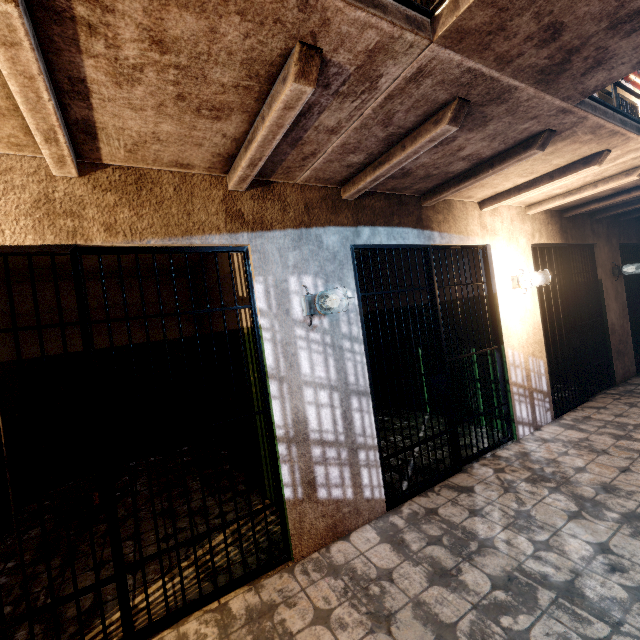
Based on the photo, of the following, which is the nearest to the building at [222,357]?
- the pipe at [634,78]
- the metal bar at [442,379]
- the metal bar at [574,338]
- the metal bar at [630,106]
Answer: the metal bar at [442,379]

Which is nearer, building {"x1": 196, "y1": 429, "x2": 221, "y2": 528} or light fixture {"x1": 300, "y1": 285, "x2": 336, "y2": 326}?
light fixture {"x1": 300, "y1": 285, "x2": 336, "y2": 326}

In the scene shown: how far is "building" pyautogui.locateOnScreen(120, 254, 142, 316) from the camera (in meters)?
4.39

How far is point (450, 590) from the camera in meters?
2.0

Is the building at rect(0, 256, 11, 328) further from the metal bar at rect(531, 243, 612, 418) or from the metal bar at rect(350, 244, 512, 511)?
the metal bar at rect(531, 243, 612, 418)

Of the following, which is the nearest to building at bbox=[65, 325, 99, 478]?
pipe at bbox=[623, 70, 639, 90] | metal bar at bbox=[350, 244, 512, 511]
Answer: metal bar at bbox=[350, 244, 512, 511]

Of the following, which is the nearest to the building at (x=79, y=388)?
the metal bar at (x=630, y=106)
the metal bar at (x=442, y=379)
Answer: the metal bar at (x=442, y=379)

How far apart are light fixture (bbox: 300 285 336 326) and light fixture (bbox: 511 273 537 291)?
2.7m
